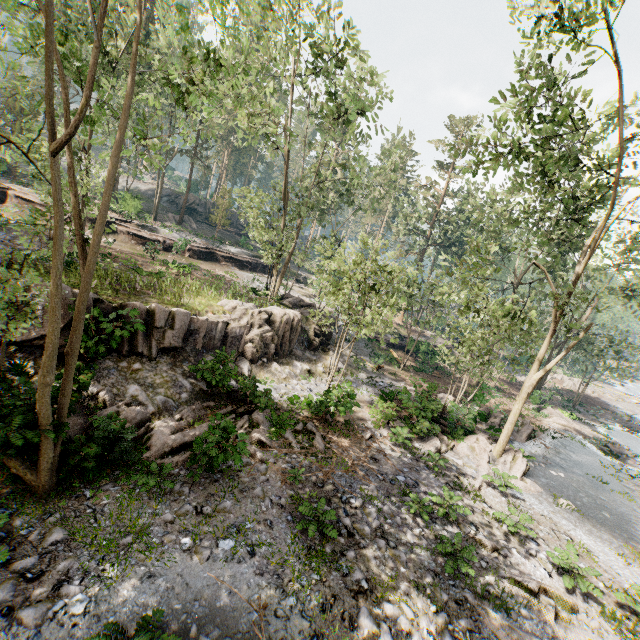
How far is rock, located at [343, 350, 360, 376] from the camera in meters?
23.5 m

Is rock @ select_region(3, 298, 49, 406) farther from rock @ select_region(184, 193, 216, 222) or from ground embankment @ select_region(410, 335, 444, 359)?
rock @ select_region(184, 193, 216, 222)

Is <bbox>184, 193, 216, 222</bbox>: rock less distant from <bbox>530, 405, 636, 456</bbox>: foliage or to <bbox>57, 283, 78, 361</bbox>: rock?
<bbox>530, 405, 636, 456</bbox>: foliage

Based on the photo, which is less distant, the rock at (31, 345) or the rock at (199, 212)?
the rock at (31, 345)

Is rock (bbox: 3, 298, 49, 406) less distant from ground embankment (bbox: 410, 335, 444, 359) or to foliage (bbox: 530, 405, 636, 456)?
foliage (bbox: 530, 405, 636, 456)

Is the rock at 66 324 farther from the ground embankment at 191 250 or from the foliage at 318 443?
the ground embankment at 191 250

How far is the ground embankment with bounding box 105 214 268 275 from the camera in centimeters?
3002cm

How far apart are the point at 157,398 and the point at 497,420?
22.0 meters
